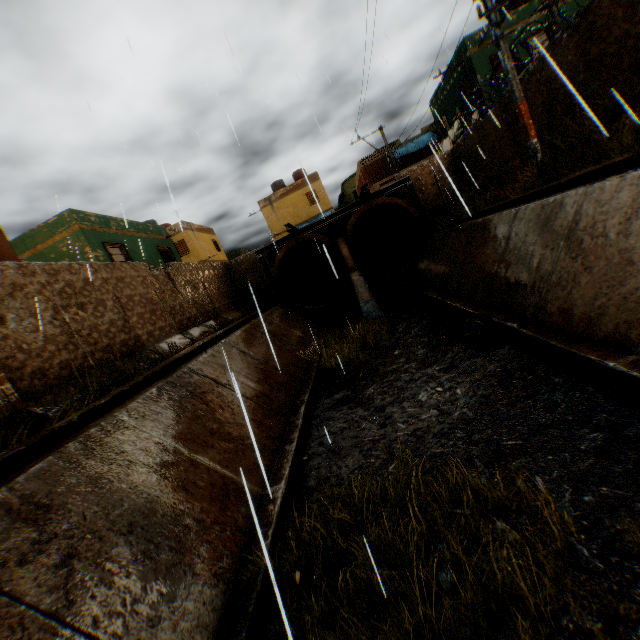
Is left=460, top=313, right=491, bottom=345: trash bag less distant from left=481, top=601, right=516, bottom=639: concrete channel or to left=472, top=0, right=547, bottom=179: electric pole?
left=481, top=601, right=516, bottom=639: concrete channel

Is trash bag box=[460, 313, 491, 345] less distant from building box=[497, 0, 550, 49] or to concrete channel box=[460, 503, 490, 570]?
concrete channel box=[460, 503, 490, 570]

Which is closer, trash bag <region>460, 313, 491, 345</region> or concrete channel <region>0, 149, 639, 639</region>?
concrete channel <region>0, 149, 639, 639</region>

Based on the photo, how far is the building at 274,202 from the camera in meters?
33.0

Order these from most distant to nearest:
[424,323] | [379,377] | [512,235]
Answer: [424,323], [379,377], [512,235]

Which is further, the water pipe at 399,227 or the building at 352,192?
the building at 352,192

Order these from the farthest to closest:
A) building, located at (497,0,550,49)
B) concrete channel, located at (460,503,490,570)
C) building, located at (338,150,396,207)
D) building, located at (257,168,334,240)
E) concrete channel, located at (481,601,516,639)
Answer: building, located at (257,168,334,240), building, located at (338,150,396,207), building, located at (497,0,550,49), concrete channel, located at (460,503,490,570), concrete channel, located at (481,601,516,639)

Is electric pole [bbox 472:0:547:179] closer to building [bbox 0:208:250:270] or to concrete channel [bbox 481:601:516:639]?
concrete channel [bbox 481:601:516:639]
